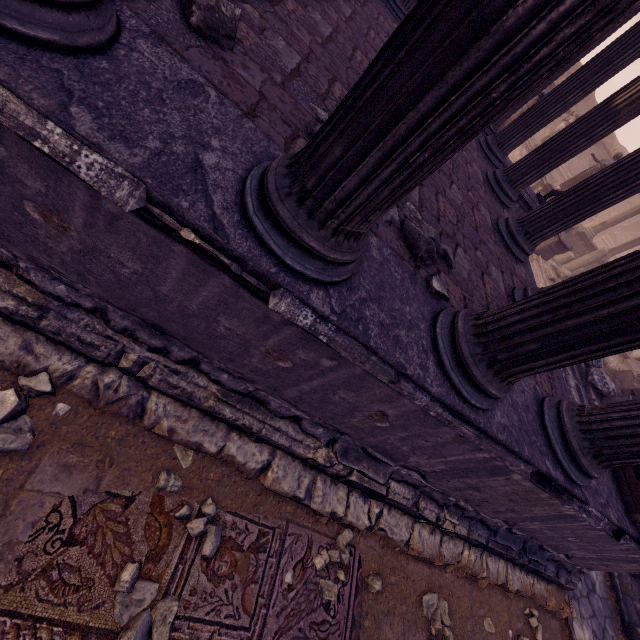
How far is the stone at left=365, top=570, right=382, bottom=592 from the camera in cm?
287

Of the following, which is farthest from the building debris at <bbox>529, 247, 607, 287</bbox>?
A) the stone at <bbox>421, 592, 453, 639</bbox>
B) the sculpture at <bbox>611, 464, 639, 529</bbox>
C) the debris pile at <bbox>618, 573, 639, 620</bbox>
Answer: the stone at <bbox>421, 592, 453, 639</bbox>

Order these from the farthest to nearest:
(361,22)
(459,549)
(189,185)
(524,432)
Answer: (361,22), (459,549), (524,432), (189,185)

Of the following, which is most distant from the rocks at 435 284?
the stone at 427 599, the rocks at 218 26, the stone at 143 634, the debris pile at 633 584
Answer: the debris pile at 633 584

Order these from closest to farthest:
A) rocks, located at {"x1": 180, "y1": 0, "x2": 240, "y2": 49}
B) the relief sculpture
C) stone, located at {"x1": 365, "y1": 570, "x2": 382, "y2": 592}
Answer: rocks, located at {"x1": 180, "y1": 0, "x2": 240, "y2": 49}
stone, located at {"x1": 365, "y1": 570, "x2": 382, "y2": 592}
the relief sculpture

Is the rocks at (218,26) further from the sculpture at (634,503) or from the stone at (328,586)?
the sculpture at (634,503)

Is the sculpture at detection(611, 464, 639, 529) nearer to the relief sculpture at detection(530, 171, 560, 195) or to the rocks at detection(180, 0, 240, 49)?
the relief sculpture at detection(530, 171, 560, 195)

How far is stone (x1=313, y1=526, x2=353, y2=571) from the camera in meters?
2.7 m
